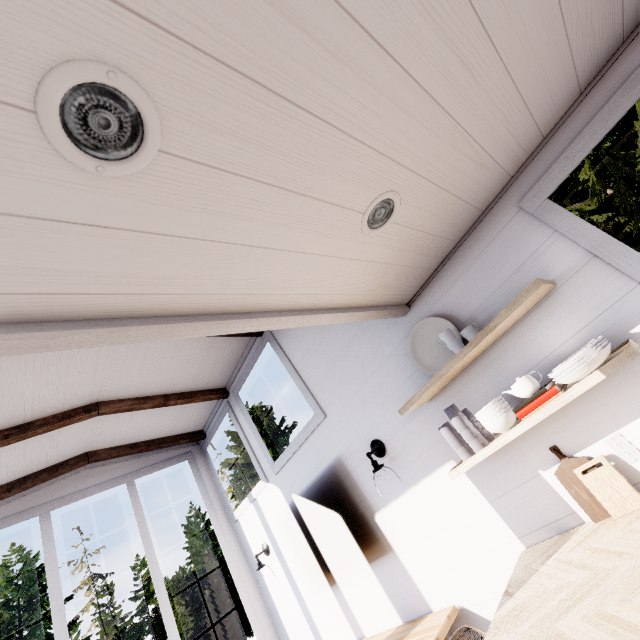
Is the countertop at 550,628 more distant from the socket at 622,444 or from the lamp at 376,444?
the lamp at 376,444

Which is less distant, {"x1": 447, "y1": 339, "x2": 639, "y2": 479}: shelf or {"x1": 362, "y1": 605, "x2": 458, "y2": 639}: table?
{"x1": 447, "y1": 339, "x2": 639, "y2": 479}: shelf

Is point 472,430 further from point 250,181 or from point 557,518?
point 250,181

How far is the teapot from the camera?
1.6 meters

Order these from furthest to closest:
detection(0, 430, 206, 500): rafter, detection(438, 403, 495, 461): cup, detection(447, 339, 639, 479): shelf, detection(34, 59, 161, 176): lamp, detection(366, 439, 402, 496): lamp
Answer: detection(0, 430, 206, 500): rafter, detection(366, 439, 402, 496): lamp, detection(438, 403, 495, 461): cup, detection(447, 339, 639, 479): shelf, detection(34, 59, 161, 176): lamp

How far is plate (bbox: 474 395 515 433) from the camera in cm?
169

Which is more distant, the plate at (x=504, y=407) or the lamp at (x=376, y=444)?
the lamp at (x=376, y=444)

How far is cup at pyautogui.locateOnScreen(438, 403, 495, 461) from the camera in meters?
1.8
